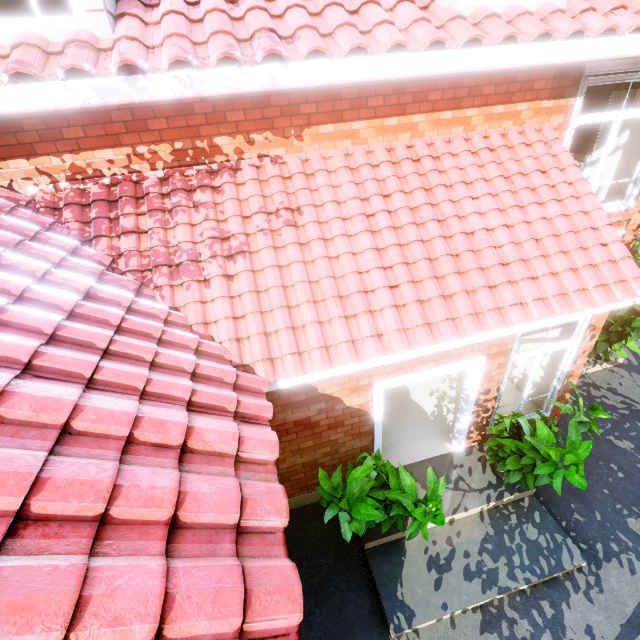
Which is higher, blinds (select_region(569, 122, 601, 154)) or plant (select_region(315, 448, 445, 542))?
blinds (select_region(569, 122, 601, 154))

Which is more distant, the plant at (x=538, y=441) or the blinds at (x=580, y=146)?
the blinds at (x=580, y=146)

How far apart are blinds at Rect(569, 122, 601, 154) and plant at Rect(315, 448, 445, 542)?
8.27m

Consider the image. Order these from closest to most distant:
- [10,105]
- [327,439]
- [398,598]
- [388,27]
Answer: [10,105], [388,27], [398,598], [327,439]

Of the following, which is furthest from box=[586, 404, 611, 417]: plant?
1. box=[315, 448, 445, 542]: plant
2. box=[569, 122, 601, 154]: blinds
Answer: box=[569, 122, 601, 154]: blinds

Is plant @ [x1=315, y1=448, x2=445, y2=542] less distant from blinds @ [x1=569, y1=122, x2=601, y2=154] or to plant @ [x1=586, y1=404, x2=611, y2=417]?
plant @ [x1=586, y1=404, x2=611, y2=417]

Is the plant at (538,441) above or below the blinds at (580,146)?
below
